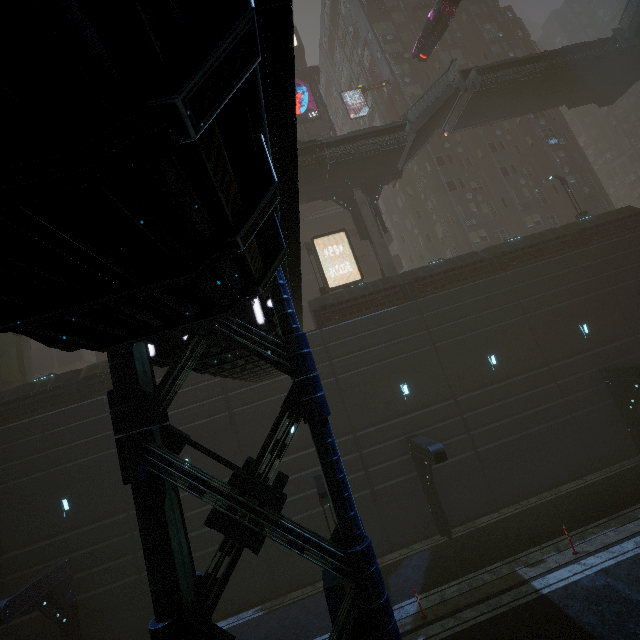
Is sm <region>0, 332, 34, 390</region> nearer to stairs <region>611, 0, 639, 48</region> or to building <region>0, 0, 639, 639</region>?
building <region>0, 0, 639, 639</region>

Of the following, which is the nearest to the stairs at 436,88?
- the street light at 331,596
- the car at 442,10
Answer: the car at 442,10

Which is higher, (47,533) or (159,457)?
(159,457)

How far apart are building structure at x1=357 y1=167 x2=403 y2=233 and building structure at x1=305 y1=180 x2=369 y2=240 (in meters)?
0.68

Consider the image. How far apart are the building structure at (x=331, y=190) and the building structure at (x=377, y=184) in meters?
0.7

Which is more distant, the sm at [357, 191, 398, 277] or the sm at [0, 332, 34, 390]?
the sm at [357, 191, 398, 277]

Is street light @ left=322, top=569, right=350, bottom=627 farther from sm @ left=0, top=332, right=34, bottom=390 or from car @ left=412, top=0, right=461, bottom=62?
car @ left=412, top=0, right=461, bottom=62

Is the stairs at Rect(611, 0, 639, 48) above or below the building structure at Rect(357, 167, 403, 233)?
above
